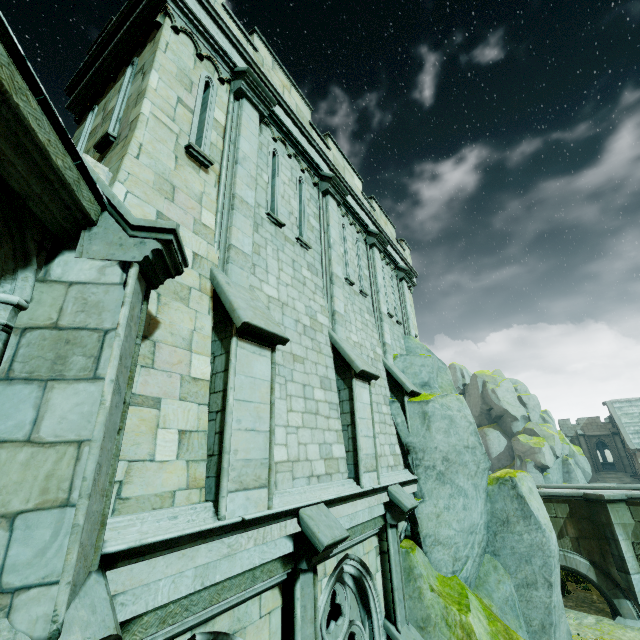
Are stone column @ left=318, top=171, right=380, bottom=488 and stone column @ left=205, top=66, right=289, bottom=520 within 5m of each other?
yes

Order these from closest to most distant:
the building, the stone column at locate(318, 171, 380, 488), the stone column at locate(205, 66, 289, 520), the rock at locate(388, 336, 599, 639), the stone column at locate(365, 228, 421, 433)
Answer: the stone column at locate(205, 66, 289, 520) < the stone column at locate(318, 171, 380, 488) < the rock at locate(388, 336, 599, 639) < the stone column at locate(365, 228, 421, 433) < the building

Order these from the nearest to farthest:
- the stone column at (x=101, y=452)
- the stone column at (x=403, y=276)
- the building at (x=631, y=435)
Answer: the stone column at (x=101, y=452) → the stone column at (x=403, y=276) → the building at (x=631, y=435)

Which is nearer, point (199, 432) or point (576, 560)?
point (199, 432)

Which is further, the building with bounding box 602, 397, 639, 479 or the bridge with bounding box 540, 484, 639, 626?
the building with bounding box 602, 397, 639, 479

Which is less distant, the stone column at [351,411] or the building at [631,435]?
the stone column at [351,411]

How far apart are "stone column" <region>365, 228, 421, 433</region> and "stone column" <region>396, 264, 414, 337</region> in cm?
202

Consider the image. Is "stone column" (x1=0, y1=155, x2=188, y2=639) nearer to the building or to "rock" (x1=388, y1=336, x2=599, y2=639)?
"rock" (x1=388, y1=336, x2=599, y2=639)
